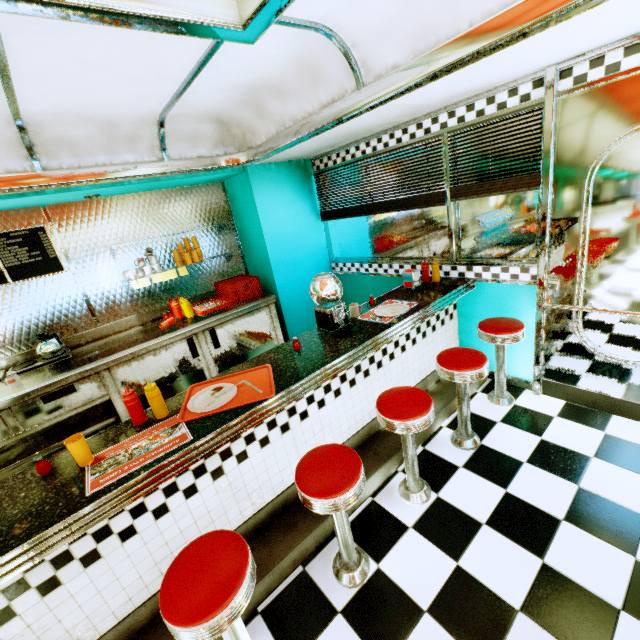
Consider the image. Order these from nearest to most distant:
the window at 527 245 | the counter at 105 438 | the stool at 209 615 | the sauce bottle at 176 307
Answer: the stool at 209 615 → the counter at 105 438 → the window at 527 245 → the sauce bottle at 176 307

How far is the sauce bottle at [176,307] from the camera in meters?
3.8

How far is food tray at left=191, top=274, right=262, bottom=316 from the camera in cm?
390

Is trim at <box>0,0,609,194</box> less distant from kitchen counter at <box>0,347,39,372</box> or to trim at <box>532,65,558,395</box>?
trim at <box>532,65,558,395</box>

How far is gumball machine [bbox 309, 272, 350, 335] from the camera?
2.4m

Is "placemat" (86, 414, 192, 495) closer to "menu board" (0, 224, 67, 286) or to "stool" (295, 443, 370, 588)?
"stool" (295, 443, 370, 588)

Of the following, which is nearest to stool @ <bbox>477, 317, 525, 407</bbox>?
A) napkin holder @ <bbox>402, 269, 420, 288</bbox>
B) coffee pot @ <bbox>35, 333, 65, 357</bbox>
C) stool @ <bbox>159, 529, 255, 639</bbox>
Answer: napkin holder @ <bbox>402, 269, 420, 288</bbox>

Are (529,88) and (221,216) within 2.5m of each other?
no
